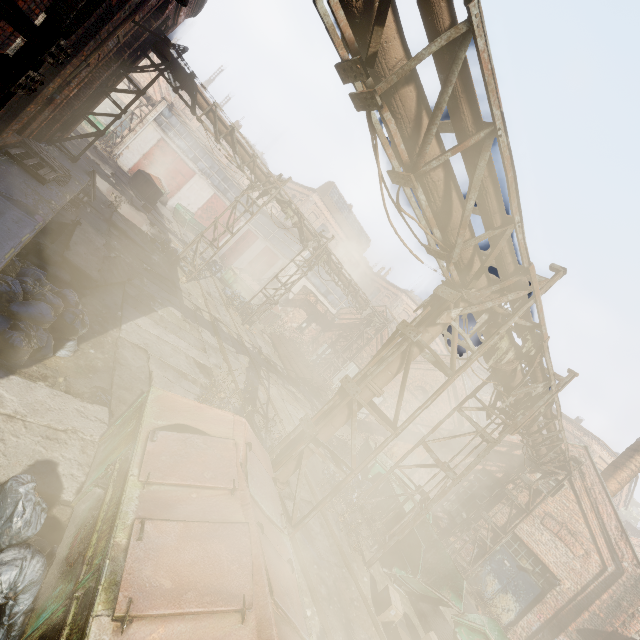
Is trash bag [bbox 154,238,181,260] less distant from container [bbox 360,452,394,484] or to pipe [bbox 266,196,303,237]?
pipe [bbox 266,196,303,237]

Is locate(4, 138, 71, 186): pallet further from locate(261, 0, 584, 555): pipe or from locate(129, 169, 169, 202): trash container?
locate(129, 169, 169, 202): trash container

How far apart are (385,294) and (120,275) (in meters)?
39.98

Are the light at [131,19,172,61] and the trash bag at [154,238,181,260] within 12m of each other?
yes

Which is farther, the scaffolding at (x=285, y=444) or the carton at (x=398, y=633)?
the carton at (x=398, y=633)

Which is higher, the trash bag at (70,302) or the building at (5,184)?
the building at (5,184)

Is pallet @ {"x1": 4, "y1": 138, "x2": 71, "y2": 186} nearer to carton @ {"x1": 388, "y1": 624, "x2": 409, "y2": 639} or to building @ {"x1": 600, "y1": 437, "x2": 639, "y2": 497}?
carton @ {"x1": 388, "y1": 624, "x2": 409, "y2": 639}

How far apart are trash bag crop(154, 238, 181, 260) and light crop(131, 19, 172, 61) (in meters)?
8.85
